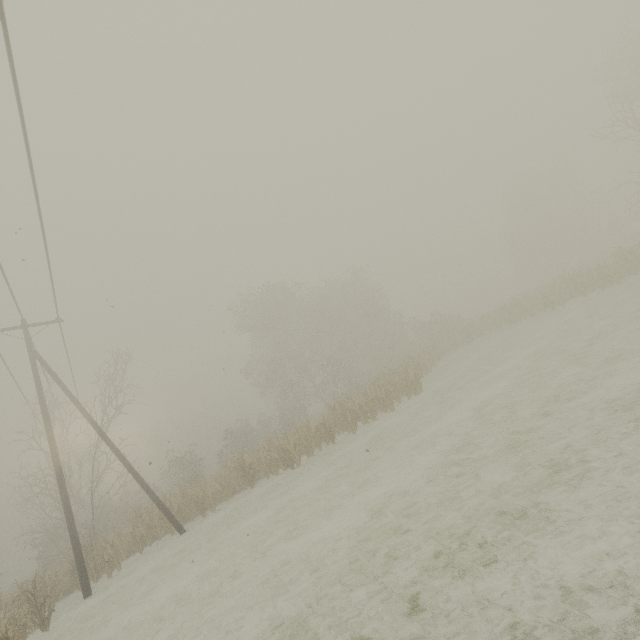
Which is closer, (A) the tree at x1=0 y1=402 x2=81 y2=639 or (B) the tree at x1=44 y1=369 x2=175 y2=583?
(A) the tree at x1=0 y1=402 x2=81 y2=639

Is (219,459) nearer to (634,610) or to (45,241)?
(45,241)

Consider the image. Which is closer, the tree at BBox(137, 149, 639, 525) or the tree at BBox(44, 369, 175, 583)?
the tree at BBox(44, 369, 175, 583)

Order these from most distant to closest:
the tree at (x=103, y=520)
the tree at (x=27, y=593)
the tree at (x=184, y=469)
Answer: the tree at (x=184, y=469) < the tree at (x=103, y=520) < the tree at (x=27, y=593)

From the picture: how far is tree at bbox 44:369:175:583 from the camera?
15.09m

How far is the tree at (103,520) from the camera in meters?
15.1

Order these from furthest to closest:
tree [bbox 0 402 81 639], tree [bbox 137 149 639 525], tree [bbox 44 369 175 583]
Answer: tree [bbox 137 149 639 525] → tree [bbox 44 369 175 583] → tree [bbox 0 402 81 639]
